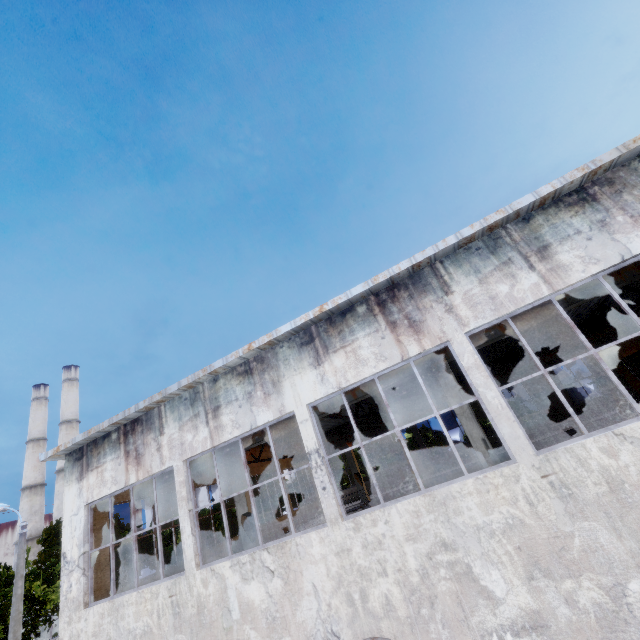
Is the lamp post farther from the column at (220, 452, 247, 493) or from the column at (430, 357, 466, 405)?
the column at (430, 357, 466, 405)

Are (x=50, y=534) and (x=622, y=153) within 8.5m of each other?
no

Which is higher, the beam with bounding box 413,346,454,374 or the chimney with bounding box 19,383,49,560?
the chimney with bounding box 19,383,49,560

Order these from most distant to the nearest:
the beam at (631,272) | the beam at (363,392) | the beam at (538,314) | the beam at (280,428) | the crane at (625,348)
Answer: the crane at (625,348) < the beam at (280,428) < the beam at (363,392) < the beam at (538,314) < the beam at (631,272)

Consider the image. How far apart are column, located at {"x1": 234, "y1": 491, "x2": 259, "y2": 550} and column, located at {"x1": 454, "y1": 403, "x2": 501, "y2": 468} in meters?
7.5 m

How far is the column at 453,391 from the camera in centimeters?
930cm

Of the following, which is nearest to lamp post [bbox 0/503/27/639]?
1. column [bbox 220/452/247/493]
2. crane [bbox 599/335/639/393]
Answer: column [bbox 220/452/247/493]

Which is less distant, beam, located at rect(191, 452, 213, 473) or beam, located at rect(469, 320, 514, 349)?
beam, located at rect(469, 320, 514, 349)
